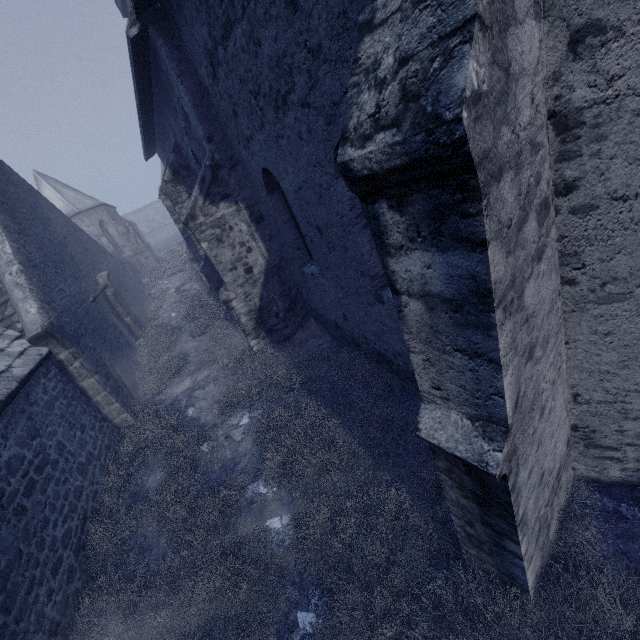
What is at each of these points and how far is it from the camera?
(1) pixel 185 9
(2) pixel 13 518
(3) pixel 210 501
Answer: (1) building, 4.91m
(2) building, 4.25m
(3) instancedfoliageactor, 5.08m

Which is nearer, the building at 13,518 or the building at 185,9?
the building at 185,9

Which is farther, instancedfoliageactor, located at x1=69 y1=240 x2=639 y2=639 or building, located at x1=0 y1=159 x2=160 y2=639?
building, located at x1=0 y1=159 x2=160 y2=639

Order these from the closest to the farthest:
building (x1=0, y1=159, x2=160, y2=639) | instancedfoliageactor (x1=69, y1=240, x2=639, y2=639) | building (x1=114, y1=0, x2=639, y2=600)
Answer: building (x1=114, y1=0, x2=639, y2=600) < instancedfoliageactor (x1=69, y1=240, x2=639, y2=639) < building (x1=0, y1=159, x2=160, y2=639)

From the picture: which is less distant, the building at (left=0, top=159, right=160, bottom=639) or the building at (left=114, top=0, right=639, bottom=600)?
the building at (left=114, top=0, right=639, bottom=600)

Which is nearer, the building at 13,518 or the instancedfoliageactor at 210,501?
the instancedfoliageactor at 210,501

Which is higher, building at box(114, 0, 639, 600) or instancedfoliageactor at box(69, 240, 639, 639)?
building at box(114, 0, 639, 600)
